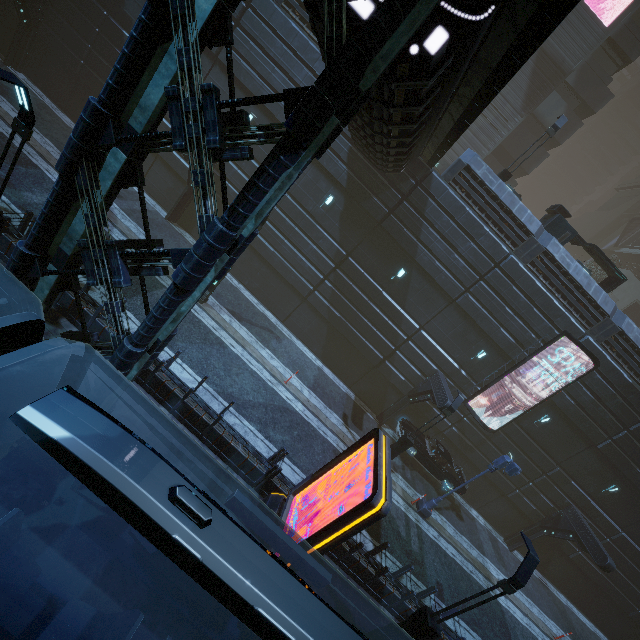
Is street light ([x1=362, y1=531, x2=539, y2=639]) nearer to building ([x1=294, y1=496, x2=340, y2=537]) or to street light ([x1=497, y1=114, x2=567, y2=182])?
building ([x1=294, y1=496, x2=340, y2=537])

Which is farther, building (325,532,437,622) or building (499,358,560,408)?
building (499,358,560,408)

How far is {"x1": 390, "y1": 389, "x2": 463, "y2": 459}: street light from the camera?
14.73m

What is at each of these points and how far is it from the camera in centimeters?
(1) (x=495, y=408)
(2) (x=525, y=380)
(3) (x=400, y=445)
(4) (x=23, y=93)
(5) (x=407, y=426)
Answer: (1) building, 1902cm
(2) building, 1844cm
(3) street light, 1547cm
(4) street light, 603cm
(5) car, 1889cm

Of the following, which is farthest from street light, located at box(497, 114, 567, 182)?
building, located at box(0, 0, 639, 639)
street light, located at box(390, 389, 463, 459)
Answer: street light, located at box(390, 389, 463, 459)

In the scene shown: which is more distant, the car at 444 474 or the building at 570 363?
the car at 444 474

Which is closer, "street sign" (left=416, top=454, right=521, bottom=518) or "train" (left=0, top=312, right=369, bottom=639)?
"train" (left=0, top=312, right=369, bottom=639)

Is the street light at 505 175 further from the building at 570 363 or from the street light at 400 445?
the street light at 400 445
